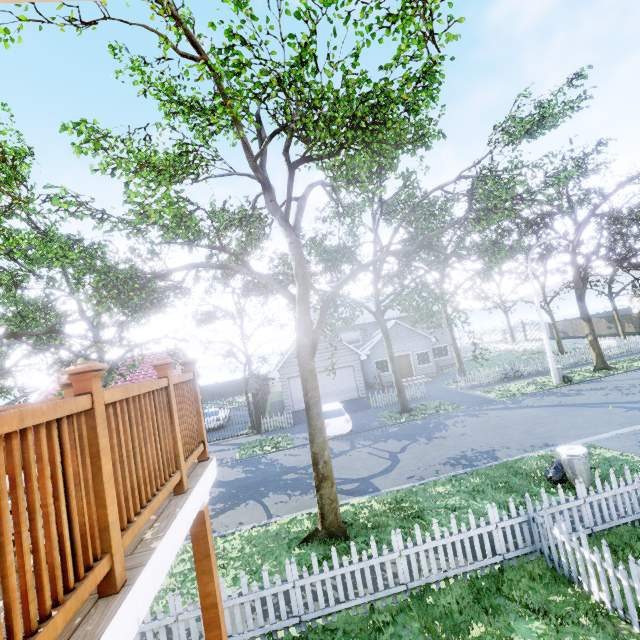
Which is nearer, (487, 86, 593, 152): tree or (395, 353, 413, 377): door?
(487, 86, 593, 152): tree

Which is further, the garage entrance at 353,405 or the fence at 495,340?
the fence at 495,340

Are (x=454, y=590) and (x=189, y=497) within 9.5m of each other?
yes

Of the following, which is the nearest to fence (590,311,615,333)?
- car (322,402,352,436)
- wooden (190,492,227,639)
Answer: wooden (190,492,227,639)

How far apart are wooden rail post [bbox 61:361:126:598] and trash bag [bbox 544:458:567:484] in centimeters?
1064cm

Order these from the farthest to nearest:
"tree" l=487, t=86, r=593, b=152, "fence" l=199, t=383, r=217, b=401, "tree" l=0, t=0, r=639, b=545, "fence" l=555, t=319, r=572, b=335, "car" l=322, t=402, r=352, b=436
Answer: "fence" l=555, t=319, r=572, b=335 < "fence" l=199, t=383, r=217, b=401 < "car" l=322, t=402, r=352, b=436 < "tree" l=487, t=86, r=593, b=152 < "tree" l=0, t=0, r=639, b=545

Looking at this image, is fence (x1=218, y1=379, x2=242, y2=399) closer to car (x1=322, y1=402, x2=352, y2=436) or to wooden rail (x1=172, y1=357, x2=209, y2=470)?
car (x1=322, y1=402, x2=352, y2=436)

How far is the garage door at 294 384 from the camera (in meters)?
22.88
